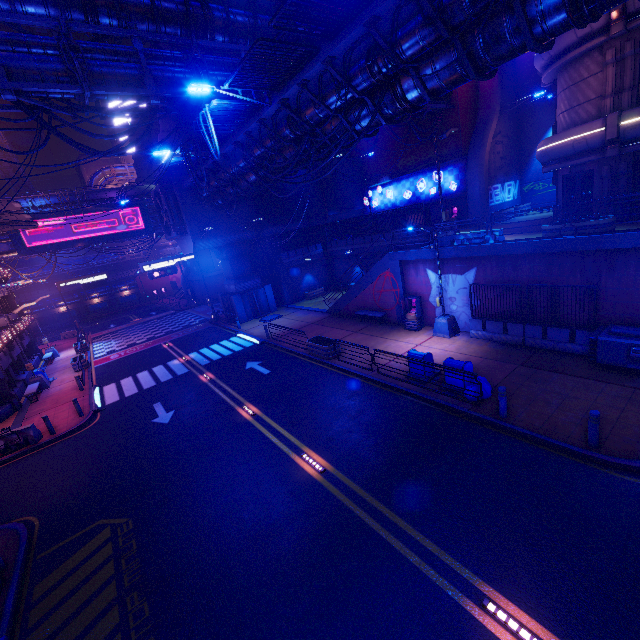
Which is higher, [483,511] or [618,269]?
[618,269]

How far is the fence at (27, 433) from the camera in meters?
15.3 m

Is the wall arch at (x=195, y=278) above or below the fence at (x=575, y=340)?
above

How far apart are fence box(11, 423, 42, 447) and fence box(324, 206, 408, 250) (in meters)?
25.89

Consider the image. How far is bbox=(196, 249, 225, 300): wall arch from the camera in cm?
4632

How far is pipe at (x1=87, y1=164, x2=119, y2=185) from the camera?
58.1 meters

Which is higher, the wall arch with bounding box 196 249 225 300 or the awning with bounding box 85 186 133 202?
the awning with bounding box 85 186 133 202

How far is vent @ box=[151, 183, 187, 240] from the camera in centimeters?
2541cm
